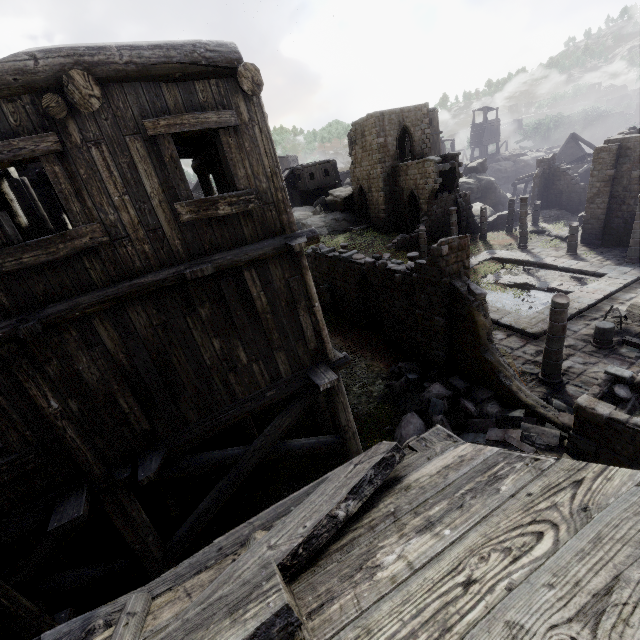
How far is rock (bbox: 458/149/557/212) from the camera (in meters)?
38.94

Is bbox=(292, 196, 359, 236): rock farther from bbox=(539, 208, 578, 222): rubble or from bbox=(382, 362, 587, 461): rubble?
bbox=(382, 362, 587, 461): rubble

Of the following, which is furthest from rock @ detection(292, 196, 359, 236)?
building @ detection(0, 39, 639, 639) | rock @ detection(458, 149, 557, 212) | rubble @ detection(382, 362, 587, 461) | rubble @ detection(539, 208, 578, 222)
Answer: rubble @ detection(382, 362, 587, 461)

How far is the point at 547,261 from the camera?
21.3 meters

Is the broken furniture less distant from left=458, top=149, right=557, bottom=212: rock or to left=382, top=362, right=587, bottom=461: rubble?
left=382, top=362, right=587, bottom=461: rubble

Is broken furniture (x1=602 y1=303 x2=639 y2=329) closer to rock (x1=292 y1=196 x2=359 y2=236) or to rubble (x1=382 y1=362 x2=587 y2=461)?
rubble (x1=382 y1=362 x2=587 y2=461)

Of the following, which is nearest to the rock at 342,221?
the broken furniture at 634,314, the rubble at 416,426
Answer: the rubble at 416,426

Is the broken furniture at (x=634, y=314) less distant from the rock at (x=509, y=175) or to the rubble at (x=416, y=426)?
the rubble at (x=416, y=426)
